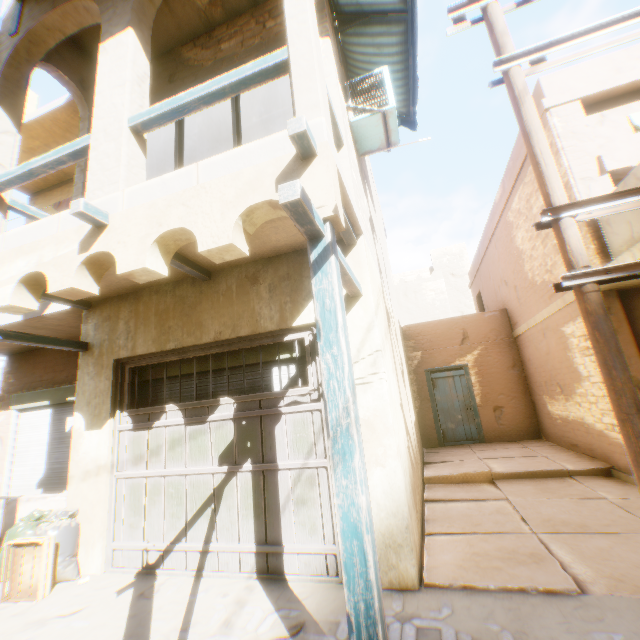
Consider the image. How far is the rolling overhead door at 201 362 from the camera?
4.7m

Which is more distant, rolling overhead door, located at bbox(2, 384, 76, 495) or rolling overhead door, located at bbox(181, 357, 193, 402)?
rolling overhead door, located at bbox(2, 384, 76, 495)

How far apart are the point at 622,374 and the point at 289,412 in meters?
3.3 m

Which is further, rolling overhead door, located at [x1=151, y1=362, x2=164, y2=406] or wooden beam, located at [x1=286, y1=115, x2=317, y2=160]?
rolling overhead door, located at [x1=151, y1=362, x2=164, y2=406]

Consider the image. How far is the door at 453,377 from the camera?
10.3m

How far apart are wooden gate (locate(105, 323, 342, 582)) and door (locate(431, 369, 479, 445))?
7.9m

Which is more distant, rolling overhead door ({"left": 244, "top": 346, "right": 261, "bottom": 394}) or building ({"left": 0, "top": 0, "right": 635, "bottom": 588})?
rolling overhead door ({"left": 244, "top": 346, "right": 261, "bottom": 394})

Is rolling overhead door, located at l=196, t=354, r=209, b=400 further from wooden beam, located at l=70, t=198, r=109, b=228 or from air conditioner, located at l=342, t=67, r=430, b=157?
air conditioner, located at l=342, t=67, r=430, b=157
